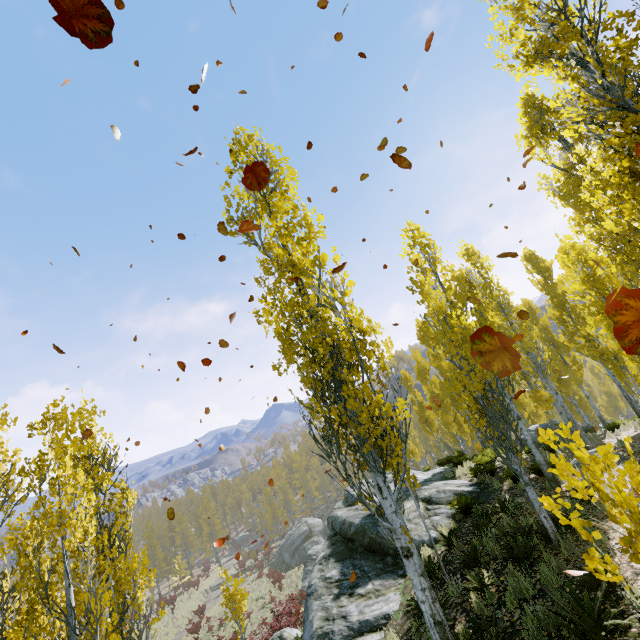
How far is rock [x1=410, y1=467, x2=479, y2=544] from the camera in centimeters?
Answer: 1079cm

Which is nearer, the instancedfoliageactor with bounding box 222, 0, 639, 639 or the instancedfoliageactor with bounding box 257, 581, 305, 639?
the instancedfoliageactor with bounding box 222, 0, 639, 639

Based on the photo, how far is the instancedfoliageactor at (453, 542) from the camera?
8.83m

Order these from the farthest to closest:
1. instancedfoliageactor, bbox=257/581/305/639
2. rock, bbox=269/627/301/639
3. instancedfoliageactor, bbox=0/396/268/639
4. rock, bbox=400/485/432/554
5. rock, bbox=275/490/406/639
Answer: instancedfoliageactor, bbox=257/581/305/639 < rock, bbox=269/627/301/639 < rock, bbox=400/485/432/554 < rock, bbox=275/490/406/639 < instancedfoliageactor, bbox=0/396/268/639

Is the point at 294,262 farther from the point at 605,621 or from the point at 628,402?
the point at 628,402

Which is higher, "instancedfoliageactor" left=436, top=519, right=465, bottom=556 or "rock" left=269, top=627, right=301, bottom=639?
"instancedfoliageactor" left=436, top=519, right=465, bottom=556

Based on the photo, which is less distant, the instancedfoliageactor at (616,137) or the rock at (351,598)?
the instancedfoliageactor at (616,137)

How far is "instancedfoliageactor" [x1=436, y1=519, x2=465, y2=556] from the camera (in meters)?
8.83
